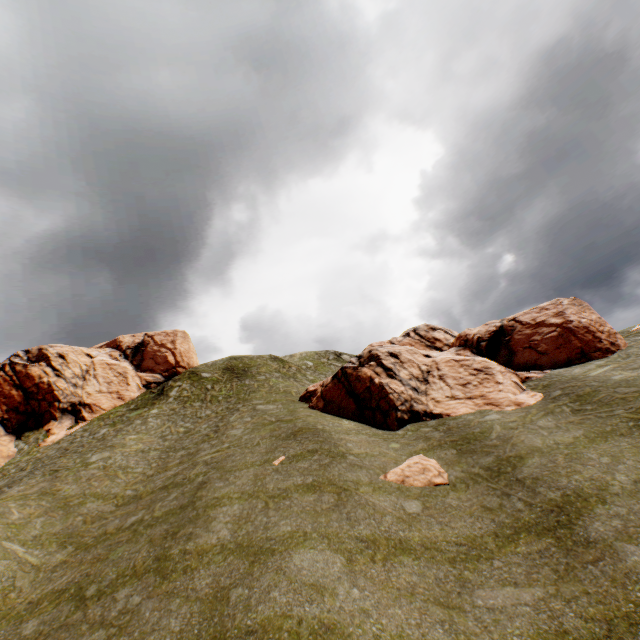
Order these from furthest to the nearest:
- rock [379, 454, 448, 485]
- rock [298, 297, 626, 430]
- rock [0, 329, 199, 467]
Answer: rock [0, 329, 199, 467] < rock [298, 297, 626, 430] < rock [379, 454, 448, 485]

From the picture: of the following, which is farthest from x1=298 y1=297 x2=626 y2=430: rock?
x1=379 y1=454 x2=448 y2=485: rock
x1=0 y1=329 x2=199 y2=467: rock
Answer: x1=0 y1=329 x2=199 y2=467: rock

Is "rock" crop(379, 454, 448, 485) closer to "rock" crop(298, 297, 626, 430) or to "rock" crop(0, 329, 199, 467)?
"rock" crop(298, 297, 626, 430)

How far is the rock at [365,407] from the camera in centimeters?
2152cm

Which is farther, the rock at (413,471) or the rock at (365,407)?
the rock at (365,407)

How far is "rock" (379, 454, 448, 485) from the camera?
14.07m

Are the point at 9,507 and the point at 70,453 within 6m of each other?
no
